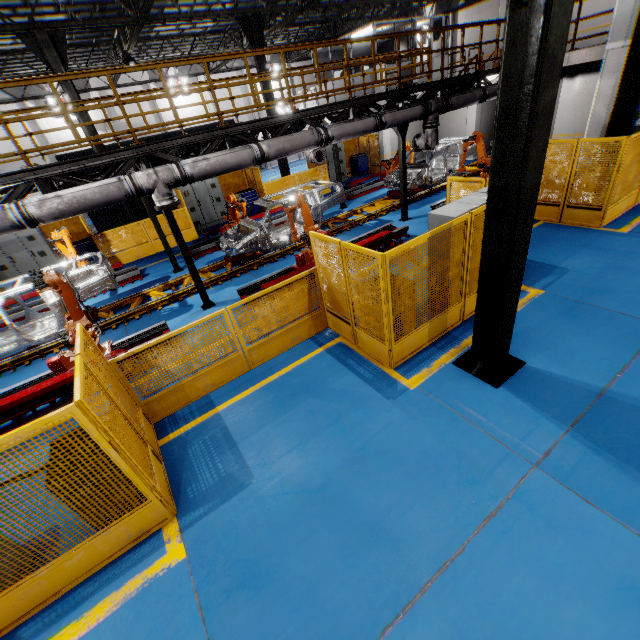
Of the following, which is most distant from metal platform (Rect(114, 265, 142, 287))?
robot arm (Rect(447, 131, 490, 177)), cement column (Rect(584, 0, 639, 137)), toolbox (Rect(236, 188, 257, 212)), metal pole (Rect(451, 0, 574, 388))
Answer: cement column (Rect(584, 0, 639, 137))

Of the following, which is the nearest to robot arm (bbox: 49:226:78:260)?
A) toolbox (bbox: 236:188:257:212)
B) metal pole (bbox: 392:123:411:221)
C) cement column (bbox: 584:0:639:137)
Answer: toolbox (bbox: 236:188:257:212)

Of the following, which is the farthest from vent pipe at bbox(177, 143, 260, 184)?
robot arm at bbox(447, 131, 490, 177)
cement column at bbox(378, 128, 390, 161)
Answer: cement column at bbox(378, 128, 390, 161)

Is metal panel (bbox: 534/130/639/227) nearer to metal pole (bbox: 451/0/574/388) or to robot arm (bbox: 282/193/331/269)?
metal pole (bbox: 451/0/574/388)

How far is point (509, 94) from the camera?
3.4 meters

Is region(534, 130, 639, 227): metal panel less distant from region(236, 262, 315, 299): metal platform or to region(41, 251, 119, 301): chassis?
region(236, 262, 315, 299): metal platform

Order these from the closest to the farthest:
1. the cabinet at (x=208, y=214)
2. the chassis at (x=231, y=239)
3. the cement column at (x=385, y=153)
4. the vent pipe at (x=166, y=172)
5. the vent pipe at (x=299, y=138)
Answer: the vent pipe at (x=166, y=172) < the vent pipe at (x=299, y=138) < the chassis at (x=231, y=239) < the cabinet at (x=208, y=214) < the cement column at (x=385, y=153)

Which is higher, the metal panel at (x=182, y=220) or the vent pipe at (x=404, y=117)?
the vent pipe at (x=404, y=117)
